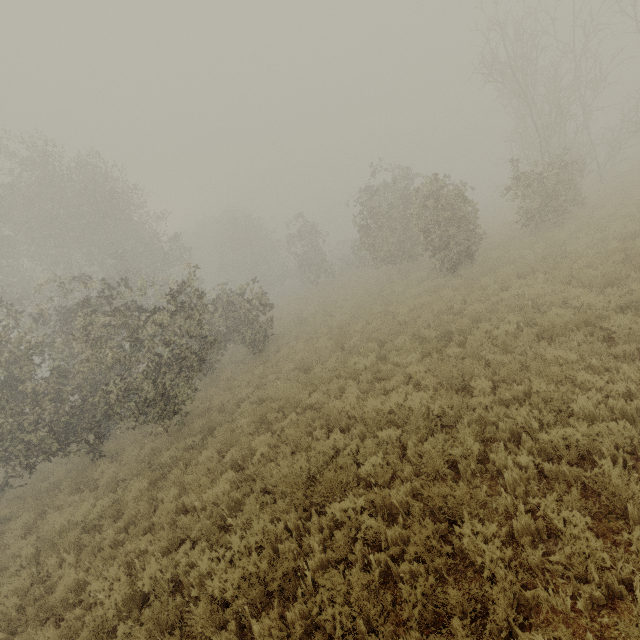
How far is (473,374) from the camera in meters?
7.5
